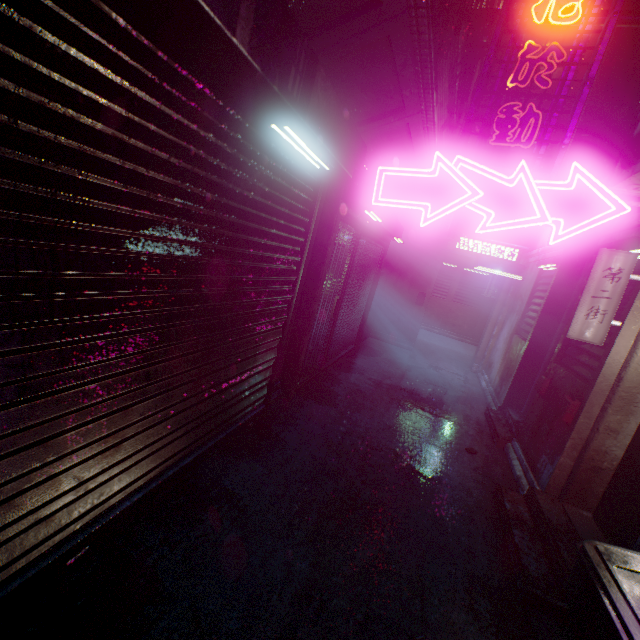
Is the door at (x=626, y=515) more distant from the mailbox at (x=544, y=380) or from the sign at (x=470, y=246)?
the mailbox at (x=544, y=380)

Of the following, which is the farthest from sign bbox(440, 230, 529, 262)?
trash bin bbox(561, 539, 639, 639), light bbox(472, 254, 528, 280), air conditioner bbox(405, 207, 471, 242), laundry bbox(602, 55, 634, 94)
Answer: laundry bbox(602, 55, 634, 94)

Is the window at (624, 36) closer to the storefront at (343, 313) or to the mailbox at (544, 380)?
the storefront at (343, 313)

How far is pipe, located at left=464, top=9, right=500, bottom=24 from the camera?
2.7 meters

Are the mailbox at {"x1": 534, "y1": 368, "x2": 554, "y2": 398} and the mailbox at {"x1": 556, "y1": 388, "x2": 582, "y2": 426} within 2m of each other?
yes

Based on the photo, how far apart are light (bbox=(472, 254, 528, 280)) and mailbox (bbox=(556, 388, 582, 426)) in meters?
3.8

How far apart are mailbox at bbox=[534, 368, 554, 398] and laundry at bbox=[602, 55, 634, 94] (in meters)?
7.45

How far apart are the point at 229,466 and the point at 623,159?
3.9m
